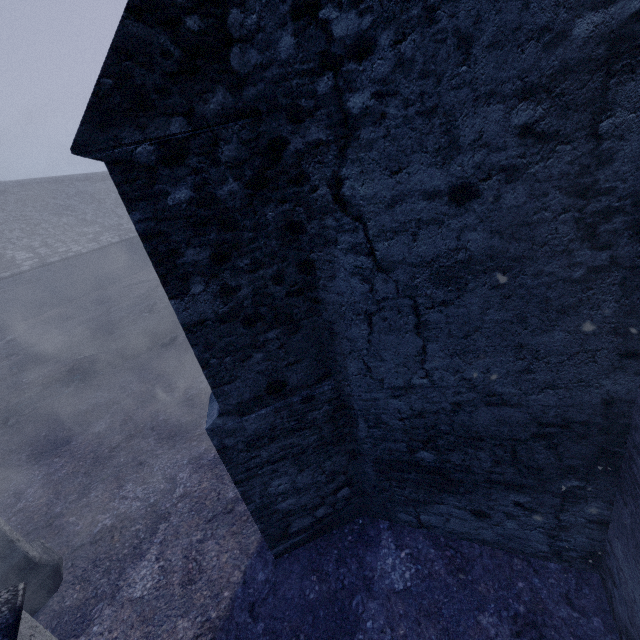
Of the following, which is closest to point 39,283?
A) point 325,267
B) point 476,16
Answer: point 325,267
